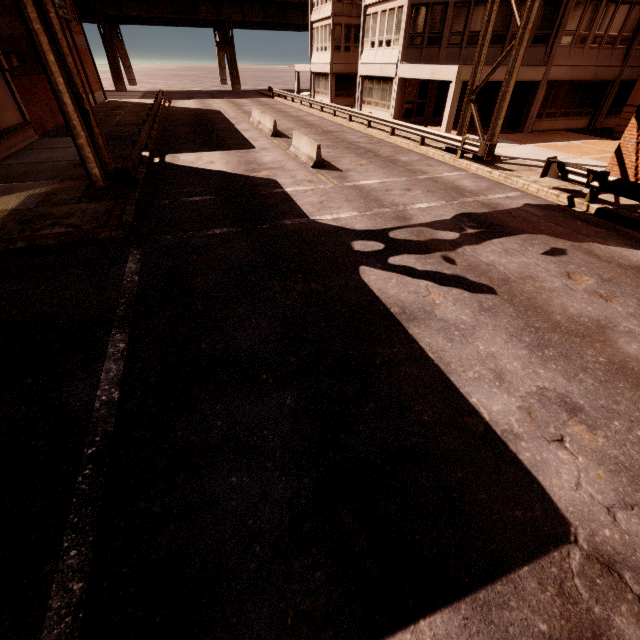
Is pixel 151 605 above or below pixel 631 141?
below

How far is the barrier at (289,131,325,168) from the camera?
14.9 meters

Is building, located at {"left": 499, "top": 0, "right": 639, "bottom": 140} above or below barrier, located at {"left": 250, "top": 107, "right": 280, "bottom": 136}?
above

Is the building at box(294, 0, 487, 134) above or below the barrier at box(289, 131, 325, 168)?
above

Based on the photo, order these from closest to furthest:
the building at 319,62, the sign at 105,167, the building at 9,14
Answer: the sign at 105,167 → the building at 9,14 → the building at 319,62

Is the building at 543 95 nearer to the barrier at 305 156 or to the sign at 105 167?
the sign at 105 167

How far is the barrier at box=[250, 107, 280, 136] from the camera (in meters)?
21.32

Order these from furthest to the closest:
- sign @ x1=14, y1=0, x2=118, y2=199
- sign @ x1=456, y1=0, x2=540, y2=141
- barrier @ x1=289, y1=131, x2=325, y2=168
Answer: barrier @ x1=289, y1=131, x2=325, y2=168
sign @ x1=456, y1=0, x2=540, y2=141
sign @ x1=14, y1=0, x2=118, y2=199
